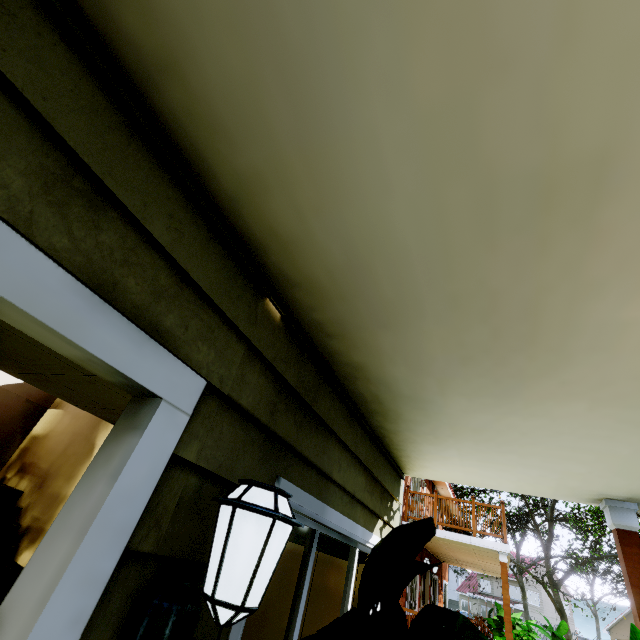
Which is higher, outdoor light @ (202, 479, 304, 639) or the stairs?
outdoor light @ (202, 479, 304, 639)

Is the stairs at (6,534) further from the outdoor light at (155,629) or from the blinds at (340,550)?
the outdoor light at (155,629)

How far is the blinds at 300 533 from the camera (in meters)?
1.82

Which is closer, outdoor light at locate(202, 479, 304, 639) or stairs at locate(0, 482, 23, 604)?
outdoor light at locate(202, 479, 304, 639)

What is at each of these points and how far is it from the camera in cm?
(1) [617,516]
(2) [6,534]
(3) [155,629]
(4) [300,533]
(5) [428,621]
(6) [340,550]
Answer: (1) wooden, 253
(2) stairs, 508
(3) outdoor light, 83
(4) blinds, 187
(5) plant, 112
(6) blinds, 232

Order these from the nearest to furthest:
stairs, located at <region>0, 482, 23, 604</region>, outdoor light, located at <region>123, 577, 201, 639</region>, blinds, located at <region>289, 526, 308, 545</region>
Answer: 1. outdoor light, located at <region>123, 577, 201, 639</region>
2. blinds, located at <region>289, 526, 308, 545</region>
3. stairs, located at <region>0, 482, 23, 604</region>

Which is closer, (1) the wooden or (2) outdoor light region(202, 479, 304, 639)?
(2) outdoor light region(202, 479, 304, 639)

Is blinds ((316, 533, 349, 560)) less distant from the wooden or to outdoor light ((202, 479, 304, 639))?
outdoor light ((202, 479, 304, 639))
